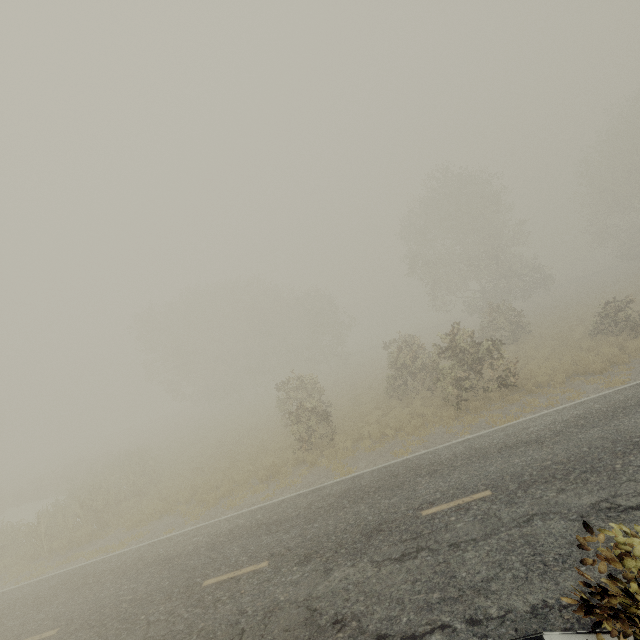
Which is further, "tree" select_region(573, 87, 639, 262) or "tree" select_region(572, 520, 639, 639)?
"tree" select_region(573, 87, 639, 262)

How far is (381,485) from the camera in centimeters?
1004cm

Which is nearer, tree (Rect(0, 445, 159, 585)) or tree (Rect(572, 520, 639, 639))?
tree (Rect(572, 520, 639, 639))

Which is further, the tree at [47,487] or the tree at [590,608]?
the tree at [47,487]

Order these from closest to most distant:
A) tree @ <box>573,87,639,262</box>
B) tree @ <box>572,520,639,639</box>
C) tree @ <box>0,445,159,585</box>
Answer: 1. tree @ <box>572,520,639,639</box>
2. tree @ <box>0,445,159,585</box>
3. tree @ <box>573,87,639,262</box>

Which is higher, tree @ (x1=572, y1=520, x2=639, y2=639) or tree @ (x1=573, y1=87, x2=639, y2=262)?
tree @ (x1=573, y1=87, x2=639, y2=262)

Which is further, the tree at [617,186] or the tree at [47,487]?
the tree at [617,186]
